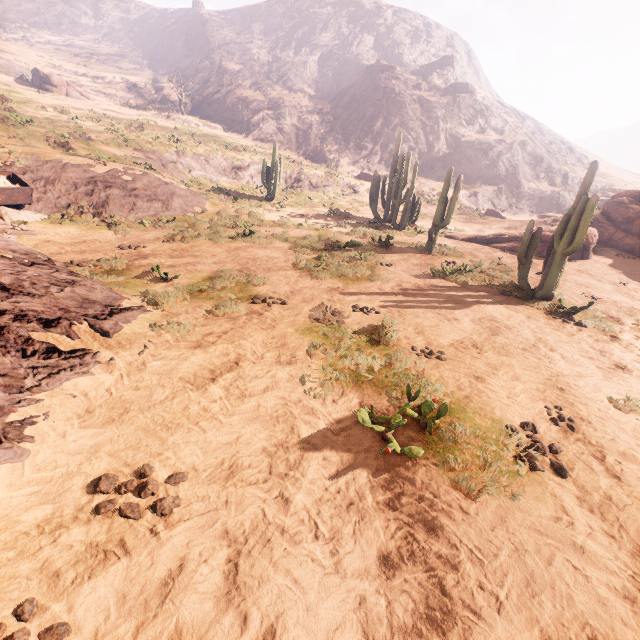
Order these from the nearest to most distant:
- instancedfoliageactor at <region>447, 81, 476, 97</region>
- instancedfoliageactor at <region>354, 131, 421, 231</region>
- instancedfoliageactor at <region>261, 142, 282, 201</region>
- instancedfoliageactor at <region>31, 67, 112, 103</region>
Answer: instancedfoliageactor at <region>354, 131, 421, 231</region> < instancedfoliageactor at <region>261, 142, 282, 201</region> < instancedfoliageactor at <region>31, 67, 112, 103</region> < instancedfoliageactor at <region>447, 81, 476, 97</region>

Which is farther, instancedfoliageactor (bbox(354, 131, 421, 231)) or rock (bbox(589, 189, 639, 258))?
instancedfoliageactor (bbox(354, 131, 421, 231))

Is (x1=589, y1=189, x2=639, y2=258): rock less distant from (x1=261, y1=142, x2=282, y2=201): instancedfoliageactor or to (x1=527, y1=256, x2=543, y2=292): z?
(x1=527, y1=256, x2=543, y2=292): z

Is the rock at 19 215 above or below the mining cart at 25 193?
below

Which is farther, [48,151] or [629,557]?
[48,151]

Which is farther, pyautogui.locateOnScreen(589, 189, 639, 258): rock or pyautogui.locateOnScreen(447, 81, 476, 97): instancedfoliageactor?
pyautogui.locateOnScreen(447, 81, 476, 97): instancedfoliageactor

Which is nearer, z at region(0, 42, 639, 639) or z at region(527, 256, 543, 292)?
z at region(0, 42, 639, 639)

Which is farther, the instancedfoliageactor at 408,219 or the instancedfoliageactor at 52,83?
the instancedfoliageactor at 52,83
